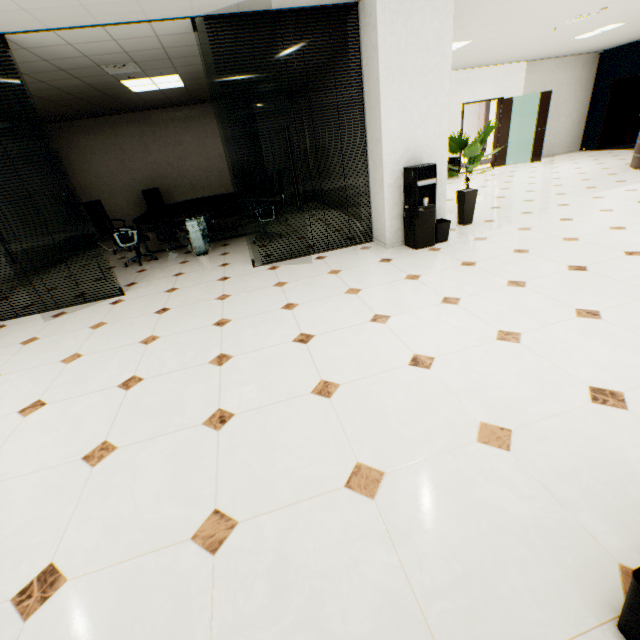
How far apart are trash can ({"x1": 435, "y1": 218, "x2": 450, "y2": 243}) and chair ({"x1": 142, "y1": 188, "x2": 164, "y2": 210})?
6.97m

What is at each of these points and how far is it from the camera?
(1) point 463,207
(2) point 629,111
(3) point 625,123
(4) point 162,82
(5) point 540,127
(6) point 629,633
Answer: (1) plant, 5.3m
(2) file cabinet, 11.8m
(3) cardboard box, 11.7m
(4) light, 6.1m
(5) door, 10.7m
(6) trash can, 1.0m

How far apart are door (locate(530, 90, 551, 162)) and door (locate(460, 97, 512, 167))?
0.8m

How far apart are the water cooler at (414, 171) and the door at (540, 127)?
9.5m

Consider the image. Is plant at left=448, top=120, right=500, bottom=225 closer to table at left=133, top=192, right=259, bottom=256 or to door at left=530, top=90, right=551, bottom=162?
table at left=133, top=192, right=259, bottom=256

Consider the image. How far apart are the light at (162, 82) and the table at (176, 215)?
2.2 meters

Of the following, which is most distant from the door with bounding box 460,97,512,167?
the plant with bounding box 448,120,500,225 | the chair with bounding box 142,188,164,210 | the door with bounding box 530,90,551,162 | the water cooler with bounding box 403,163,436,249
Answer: the chair with bounding box 142,188,164,210

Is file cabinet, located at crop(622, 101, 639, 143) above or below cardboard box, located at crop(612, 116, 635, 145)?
above
